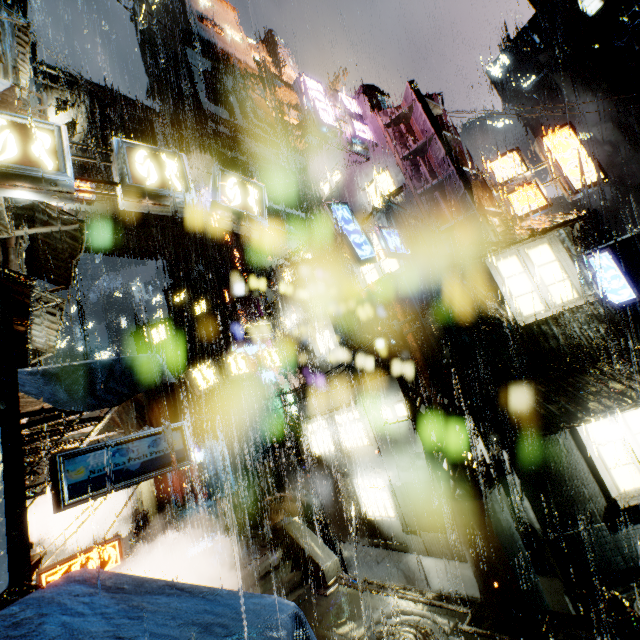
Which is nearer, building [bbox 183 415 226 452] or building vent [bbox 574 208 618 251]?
building [bbox 183 415 226 452]

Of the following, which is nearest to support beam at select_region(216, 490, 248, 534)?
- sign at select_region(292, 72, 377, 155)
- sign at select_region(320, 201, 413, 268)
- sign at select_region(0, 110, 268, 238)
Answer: sign at select_region(320, 201, 413, 268)

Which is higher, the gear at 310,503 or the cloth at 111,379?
the cloth at 111,379

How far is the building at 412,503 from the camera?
11.95m

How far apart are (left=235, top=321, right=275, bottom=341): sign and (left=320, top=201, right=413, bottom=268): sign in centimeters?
962cm

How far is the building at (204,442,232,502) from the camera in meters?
31.3

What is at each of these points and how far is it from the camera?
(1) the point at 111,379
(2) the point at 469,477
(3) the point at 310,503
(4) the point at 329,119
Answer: (1) cloth, 5.4m
(2) support beam, 8.9m
(3) gear, 20.0m
(4) sign, 13.2m

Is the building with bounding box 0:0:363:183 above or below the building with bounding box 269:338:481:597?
above
